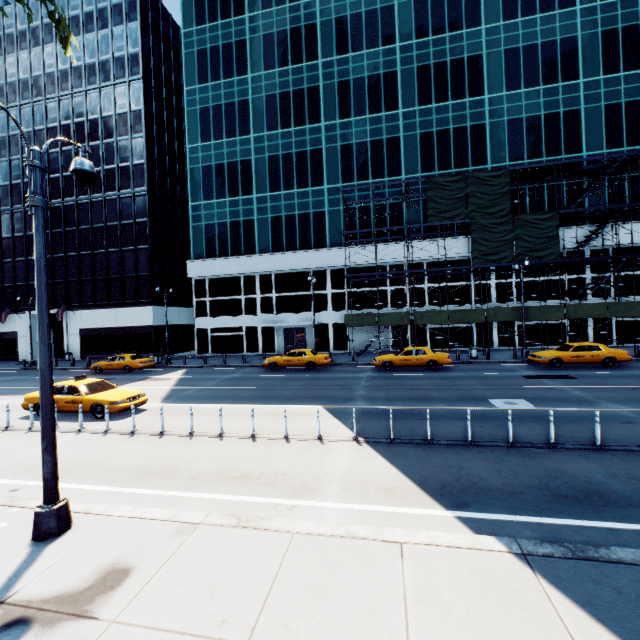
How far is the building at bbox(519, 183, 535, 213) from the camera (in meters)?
30.05

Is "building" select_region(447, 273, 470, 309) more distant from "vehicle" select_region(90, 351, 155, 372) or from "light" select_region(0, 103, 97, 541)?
"light" select_region(0, 103, 97, 541)

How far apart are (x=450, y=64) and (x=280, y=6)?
19.58m

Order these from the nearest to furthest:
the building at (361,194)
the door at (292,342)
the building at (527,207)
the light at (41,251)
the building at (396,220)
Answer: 1. the light at (41,251)
2. the building at (527,207)
3. the building at (396,220)
4. the building at (361,194)
5. the door at (292,342)

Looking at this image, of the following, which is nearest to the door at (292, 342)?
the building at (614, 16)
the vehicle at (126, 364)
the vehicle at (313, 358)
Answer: the building at (614, 16)

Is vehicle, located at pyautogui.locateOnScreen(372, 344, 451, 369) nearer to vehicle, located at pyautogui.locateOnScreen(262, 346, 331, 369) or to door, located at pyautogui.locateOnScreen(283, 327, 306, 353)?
vehicle, located at pyautogui.locateOnScreen(262, 346, 331, 369)

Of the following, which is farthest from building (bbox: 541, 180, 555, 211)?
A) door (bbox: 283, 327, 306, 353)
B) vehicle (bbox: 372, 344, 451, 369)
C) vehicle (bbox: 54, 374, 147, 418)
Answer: vehicle (bbox: 54, 374, 147, 418)

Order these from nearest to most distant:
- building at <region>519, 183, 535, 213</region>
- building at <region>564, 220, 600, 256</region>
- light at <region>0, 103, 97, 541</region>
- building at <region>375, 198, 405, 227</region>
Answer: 1. light at <region>0, 103, 97, 541</region>
2. building at <region>564, 220, 600, 256</region>
3. building at <region>519, 183, 535, 213</region>
4. building at <region>375, 198, 405, 227</region>
